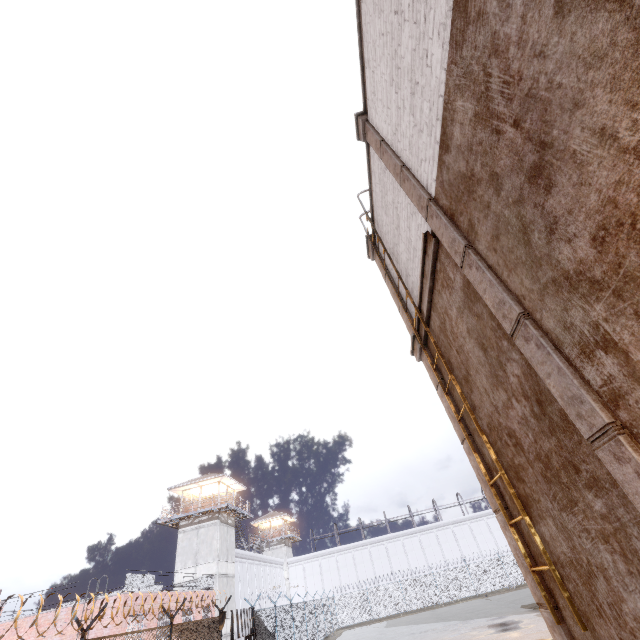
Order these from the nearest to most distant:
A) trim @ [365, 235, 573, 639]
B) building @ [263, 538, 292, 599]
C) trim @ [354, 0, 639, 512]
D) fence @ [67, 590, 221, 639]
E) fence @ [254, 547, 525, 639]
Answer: trim @ [354, 0, 639, 512], trim @ [365, 235, 573, 639], fence @ [67, 590, 221, 639], fence @ [254, 547, 525, 639], building @ [263, 538, 292, 599]

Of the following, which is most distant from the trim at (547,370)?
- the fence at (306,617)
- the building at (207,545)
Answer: the building at (207,545)

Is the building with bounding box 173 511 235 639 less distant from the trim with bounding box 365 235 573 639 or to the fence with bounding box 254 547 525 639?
the fence with bounding box 254 547 525 639

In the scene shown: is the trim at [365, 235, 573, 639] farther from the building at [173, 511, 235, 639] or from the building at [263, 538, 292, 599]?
the building at [263, 538, 292, 599]

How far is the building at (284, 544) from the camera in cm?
4605

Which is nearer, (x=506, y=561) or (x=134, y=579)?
(x=134, y=579)

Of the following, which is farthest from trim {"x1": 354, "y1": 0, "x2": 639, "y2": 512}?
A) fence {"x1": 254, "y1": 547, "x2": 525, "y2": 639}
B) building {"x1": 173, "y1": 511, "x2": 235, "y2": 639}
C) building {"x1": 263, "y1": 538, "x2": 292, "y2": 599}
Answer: building {"x1": 263, "y1": 538, "x2": 292, "y2": 599}

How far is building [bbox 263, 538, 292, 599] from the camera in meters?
46.1 m
